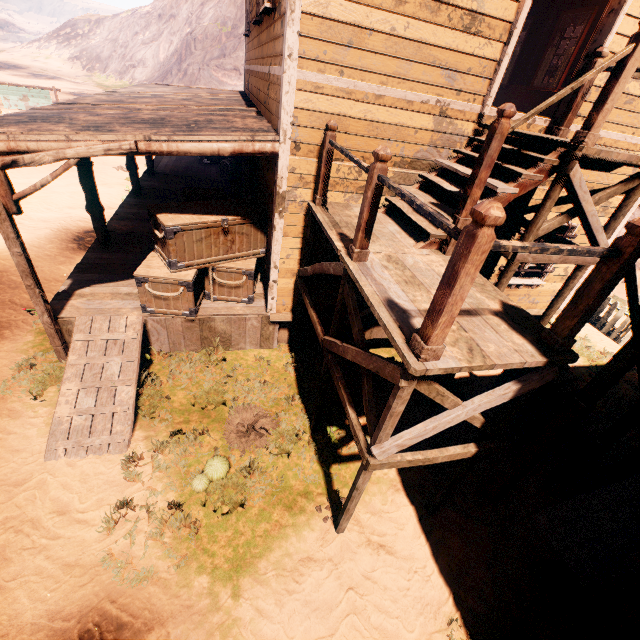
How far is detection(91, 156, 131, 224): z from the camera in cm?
1232

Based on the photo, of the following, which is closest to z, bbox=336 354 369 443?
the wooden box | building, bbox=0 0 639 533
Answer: building, bbox=0 0 639 533

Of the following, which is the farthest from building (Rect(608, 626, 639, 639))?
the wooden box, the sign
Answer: the sign

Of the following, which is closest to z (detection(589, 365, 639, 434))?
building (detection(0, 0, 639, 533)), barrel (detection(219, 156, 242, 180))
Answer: building (detection(0, 0, 639, 533))

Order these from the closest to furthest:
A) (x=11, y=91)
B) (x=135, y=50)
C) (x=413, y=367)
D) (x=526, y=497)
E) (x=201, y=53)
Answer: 1. (x=413, y=367)
2. (x=526, y=497)
3. (x=11, y=91)
4. (x=201, y=53)
5. (x=135, y=50)

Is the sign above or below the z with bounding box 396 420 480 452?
above

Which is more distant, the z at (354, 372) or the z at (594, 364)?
the z at (594, 364)

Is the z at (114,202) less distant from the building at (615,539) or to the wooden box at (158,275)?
the building at (615,539)
